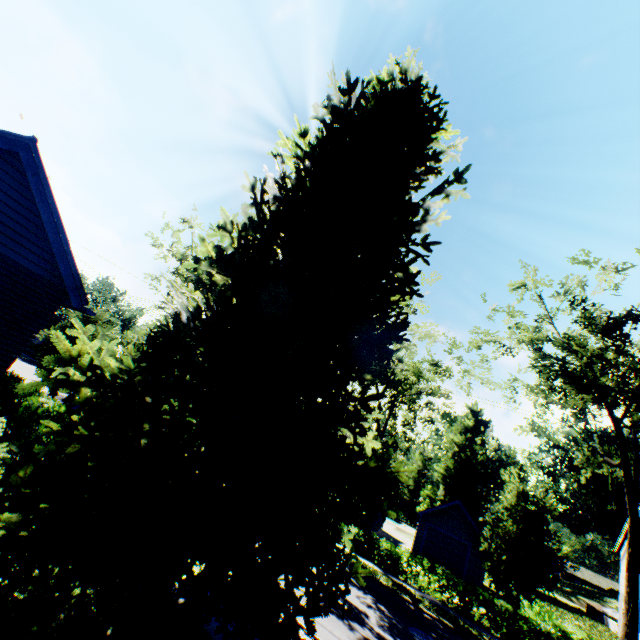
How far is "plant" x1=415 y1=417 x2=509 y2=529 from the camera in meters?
52.2

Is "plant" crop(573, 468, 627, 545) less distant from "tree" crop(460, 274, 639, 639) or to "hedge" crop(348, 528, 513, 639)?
"tree" crop(460, 274, 639, 639)

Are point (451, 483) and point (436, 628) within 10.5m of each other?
no

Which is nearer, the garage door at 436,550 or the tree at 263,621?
the tree at 263,621

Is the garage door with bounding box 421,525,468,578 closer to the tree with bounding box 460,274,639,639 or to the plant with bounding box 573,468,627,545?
the tree with bounding box 460,274,639,639

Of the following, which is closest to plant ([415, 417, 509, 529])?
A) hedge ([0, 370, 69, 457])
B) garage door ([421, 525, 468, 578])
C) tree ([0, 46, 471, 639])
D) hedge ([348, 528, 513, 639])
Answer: tree ([0, 46, 471, 639])

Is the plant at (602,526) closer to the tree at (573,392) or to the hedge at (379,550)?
the tree at (573,392)

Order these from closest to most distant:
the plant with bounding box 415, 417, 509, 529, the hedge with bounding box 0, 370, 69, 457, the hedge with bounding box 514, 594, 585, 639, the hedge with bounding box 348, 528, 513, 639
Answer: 1. the hedge with bounding box 0, 370, 69, 457
2. the hedge with bounding box 514, 594, 585, 639
3. the hedge with bounding box 348, 528, 513, 639
4. the plant with bounding box 415, 417, 509, 529
